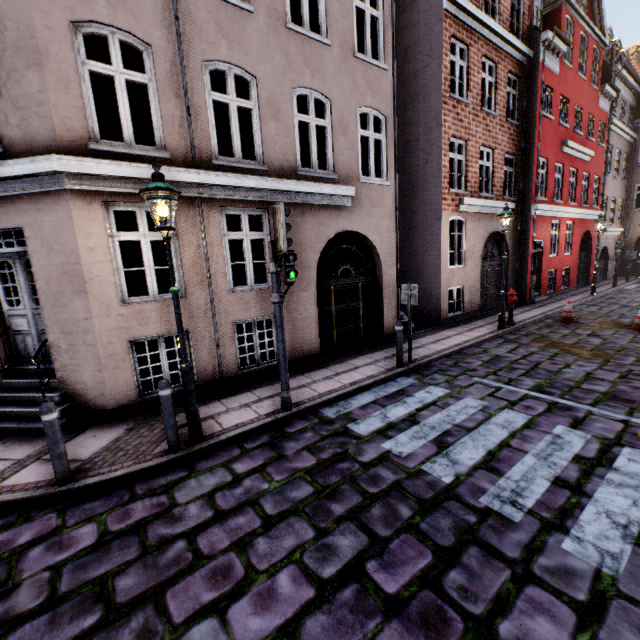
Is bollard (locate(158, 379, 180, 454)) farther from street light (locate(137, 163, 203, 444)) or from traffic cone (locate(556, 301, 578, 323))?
traffic cone (locate(556, 301, 578, 323))

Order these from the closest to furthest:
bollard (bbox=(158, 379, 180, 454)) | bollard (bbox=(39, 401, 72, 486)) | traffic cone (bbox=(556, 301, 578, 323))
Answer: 1. bollard (bbox=(39, 401, 72, 486))
2. bollard (bbox=(158, 379, 180, 454))
3. traffic cone (bbox=(556, 301, 578, 323))

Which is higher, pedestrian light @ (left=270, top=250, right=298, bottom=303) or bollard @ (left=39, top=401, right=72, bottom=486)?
pedestrian light @ (left=270, top=250, right=298, bottom=303)

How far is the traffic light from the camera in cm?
488

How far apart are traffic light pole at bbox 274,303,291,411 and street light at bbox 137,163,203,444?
1.4 meters

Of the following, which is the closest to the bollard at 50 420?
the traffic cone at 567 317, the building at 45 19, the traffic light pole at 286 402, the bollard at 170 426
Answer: the bollard at 170 426

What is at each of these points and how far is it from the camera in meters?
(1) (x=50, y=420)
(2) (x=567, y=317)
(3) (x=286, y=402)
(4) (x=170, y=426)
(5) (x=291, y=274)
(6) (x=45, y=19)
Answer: (1) bollard, 3.9
(2) traffic cone, 11.4
(3) traffic light pole, 5.7
(4) bollard, 4.6
(5) pedestrian light, 5.4
(6) building, 4.8

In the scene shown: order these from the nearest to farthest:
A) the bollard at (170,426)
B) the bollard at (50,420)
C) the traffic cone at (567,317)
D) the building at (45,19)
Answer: the bollard at (50,420), the bollard at (170,426), the building at (45,19), the traffic cone at (567,317)
